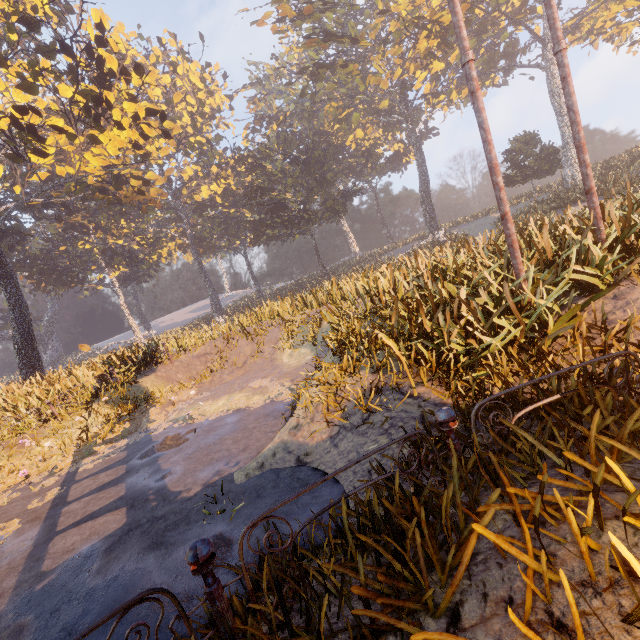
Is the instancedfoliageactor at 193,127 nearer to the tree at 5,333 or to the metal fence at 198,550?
the metal fence at 198,550

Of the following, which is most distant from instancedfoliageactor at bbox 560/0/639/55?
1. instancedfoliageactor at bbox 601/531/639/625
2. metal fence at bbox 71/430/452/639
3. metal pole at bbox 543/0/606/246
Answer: metal pole at bbox 543/0/606/246

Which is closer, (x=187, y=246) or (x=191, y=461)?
(x=191, y=461)

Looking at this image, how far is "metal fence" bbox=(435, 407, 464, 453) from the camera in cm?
257

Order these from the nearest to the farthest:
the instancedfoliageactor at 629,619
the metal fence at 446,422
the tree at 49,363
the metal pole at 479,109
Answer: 1. the instancedfoliageactor at 629,619
2. the metal fence at 446,422
3. the metal pole at 479,109
4. the tree at 49,363

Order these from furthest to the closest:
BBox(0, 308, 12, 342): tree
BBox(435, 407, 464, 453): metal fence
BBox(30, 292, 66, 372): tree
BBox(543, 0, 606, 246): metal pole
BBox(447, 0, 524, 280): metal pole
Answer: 1. BBox(30, 292, 66, 372): tree
2. BBox(0, 308, 12, 342): tree
3. BBox(543, 0, 606, 246): metal pole
4. BBox(447, 0, 524, 280): metal pole
5. BBox(435, 407, 464, 453): metal fence

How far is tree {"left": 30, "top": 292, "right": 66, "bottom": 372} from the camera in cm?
4699

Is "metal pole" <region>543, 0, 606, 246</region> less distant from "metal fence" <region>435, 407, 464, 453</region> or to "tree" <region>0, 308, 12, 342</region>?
"metal fence" <region>435, 407, 464, 453</region>
